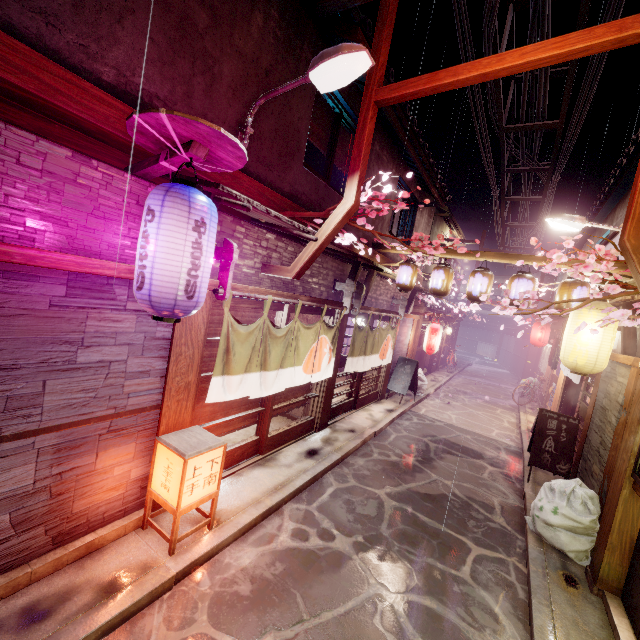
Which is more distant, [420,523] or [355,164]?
[420,523]

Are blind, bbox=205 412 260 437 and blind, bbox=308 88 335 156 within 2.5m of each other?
no

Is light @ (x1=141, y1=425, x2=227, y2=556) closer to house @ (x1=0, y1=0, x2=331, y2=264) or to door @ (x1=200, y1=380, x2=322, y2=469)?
door @ (x1=200, y1=380, x2=322, y2=469)

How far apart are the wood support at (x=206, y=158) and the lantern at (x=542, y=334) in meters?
27.8

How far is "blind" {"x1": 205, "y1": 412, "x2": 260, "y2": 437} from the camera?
8.94m

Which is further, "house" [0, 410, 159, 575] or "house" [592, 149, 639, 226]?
"house" [592, 149, 639, 226]

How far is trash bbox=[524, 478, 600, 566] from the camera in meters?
8.2 m

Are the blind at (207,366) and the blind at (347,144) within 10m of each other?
yes
